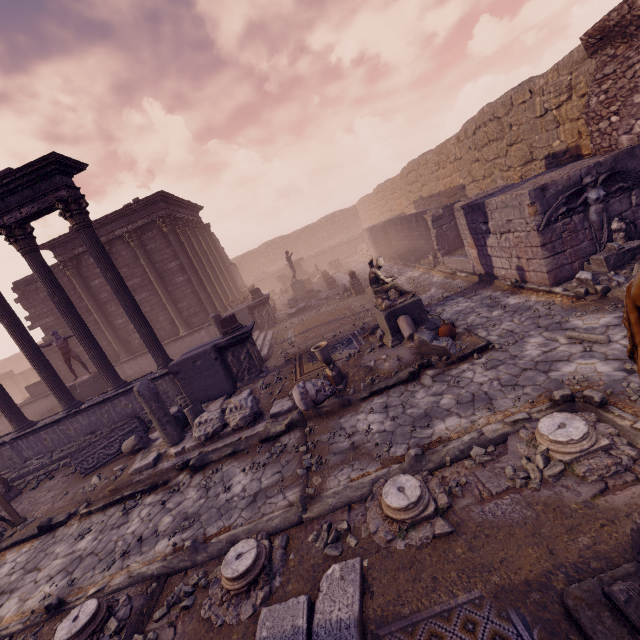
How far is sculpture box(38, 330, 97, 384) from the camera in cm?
1295

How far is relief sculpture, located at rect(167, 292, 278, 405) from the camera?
9.7m

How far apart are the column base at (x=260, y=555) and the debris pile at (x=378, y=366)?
3.78m

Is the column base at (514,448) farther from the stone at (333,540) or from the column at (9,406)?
the column at (9,406)

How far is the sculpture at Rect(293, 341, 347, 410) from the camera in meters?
6.8

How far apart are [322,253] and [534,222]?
28.1 meters

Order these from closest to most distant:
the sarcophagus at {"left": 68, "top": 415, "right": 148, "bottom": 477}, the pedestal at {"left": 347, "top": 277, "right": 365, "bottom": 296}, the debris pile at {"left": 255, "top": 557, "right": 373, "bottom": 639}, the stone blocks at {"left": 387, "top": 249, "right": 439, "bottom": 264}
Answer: the debris pile at {"left": 255, "top": 557, "right": 373, "bottom": 639} < the sarcophagus at {"left": 68, "top": 415, "right": 148, "bottom": 477} < the stone blocks at {"left": 387, "top": 249, "right": 439, "bottom": 264} < the pedestal at {"left": 347, "top": 277, "right": 365, "bottom": 296}

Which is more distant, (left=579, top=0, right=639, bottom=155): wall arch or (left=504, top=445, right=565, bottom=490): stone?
(left=579, top=0, right=639, bottom=155): wall arch
